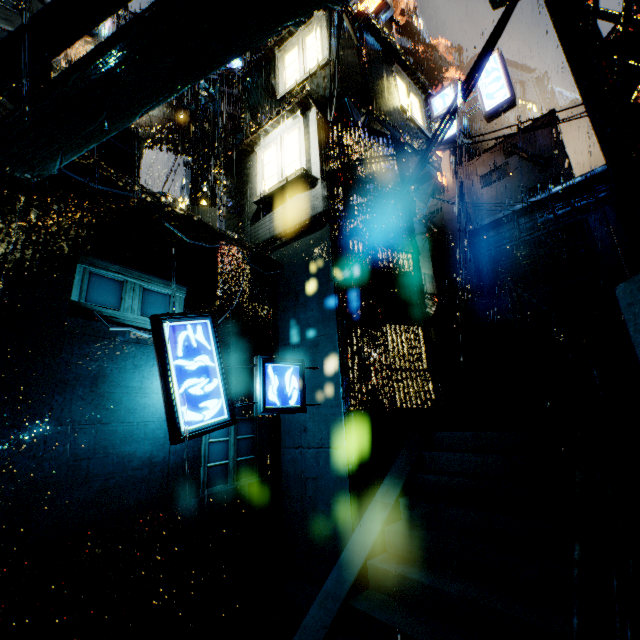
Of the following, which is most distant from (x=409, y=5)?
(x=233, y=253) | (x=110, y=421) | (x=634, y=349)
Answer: (x=110, y=421)

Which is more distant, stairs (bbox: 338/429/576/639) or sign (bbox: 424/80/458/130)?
sign (bbox: 424/80/458/130)

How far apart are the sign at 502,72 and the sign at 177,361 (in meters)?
13.11

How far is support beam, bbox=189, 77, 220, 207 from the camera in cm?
1321

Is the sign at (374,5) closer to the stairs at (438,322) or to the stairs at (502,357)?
the stairs at (438,322)

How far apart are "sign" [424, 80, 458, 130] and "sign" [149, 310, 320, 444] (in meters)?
13.11

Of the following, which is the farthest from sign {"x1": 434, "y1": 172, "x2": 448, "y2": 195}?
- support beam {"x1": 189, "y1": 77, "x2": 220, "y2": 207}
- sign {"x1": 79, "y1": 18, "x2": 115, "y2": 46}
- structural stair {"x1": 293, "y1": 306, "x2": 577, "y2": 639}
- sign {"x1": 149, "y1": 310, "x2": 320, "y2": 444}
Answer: sign {"x1": 149, "y1": 310, "x2": 320, "y2": 444}

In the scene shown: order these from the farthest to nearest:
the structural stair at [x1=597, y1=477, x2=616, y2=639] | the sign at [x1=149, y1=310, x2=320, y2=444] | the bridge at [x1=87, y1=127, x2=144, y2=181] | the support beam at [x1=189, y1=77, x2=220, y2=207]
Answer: the support beam at [x1=189, y1=77, x2=220, y2=207]
the bridge at [x1=87, y1=127, x2=144, y2=181]
the sign at [x1=149, y1=310, x2=320, y2=444]
the structural stair at [x1=597, y1=477, x2=616, y2=639]
